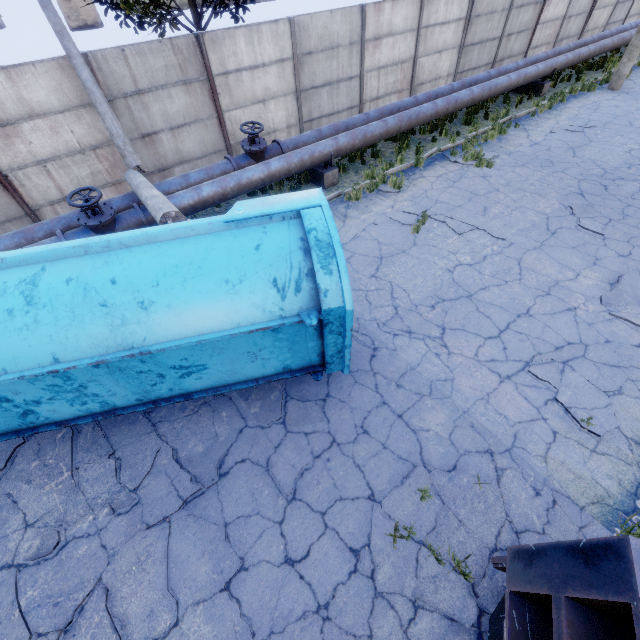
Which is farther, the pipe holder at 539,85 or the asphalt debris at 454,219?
the pipe holder at 539,85

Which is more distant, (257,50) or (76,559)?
(257,50)

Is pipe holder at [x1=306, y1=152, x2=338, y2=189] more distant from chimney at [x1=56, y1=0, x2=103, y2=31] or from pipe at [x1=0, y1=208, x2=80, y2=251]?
chimney at [x1=56, y1=0, x2=103, y2=31]

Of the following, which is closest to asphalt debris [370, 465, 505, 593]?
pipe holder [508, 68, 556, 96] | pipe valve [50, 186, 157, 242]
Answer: pipe valve [50, 186, 157, 242]

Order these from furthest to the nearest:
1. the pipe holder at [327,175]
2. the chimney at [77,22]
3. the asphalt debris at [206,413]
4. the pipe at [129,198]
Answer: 1. the chimney at [77,22]
2. the pipe holder at [327,175]
3. the pipe at [129,198]
4. the asphalt debris at [206,413]

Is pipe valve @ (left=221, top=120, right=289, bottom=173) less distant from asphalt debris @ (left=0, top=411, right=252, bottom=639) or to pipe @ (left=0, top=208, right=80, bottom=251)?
pipe @ (left=0, top=208, right=80, bottom=251)

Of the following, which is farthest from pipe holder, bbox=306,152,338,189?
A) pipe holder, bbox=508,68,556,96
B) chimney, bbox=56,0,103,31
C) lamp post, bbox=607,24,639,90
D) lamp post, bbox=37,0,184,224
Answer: chimney, bbox=56,0,103,31

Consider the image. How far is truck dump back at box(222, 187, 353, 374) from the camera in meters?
3.7
